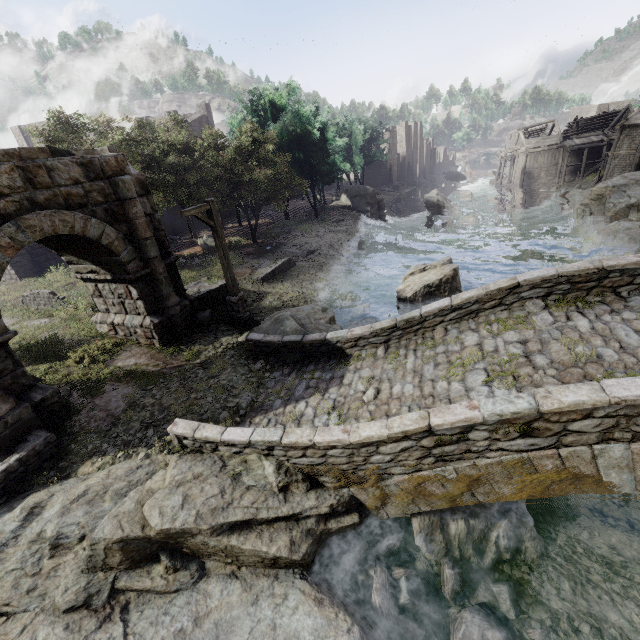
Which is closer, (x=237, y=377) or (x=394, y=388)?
(x=394, y=388)

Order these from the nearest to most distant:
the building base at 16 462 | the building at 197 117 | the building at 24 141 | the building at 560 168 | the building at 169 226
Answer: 1. the building base at 16 462
2. the building at 169 226
3. the building at 560 168
4. the building at 24 141
5. the building at 197 117

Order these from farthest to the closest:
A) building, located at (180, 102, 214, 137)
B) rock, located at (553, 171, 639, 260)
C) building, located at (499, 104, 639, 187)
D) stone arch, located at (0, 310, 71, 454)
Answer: building, located at (180, 102, 214, 137) < building, located at (499, 104, 639, 187) < rock, located at (553, 171, 639, 260) < stone arch, located at (0, 310, 71, 454)

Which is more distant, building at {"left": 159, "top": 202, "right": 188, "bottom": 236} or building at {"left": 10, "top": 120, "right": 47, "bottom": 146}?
building at {"left": 10, "top": 120, "right": 47, "bottom": 146}

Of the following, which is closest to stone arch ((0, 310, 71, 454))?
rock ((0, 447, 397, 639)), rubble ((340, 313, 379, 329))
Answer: rock ((0, 447, 397, 639))

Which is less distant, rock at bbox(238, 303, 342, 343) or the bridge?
the bridge

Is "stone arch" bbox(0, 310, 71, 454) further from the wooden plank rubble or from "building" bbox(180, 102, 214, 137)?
the wooden plank rubble

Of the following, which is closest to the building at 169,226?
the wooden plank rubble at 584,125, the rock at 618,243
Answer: the wooden plank rubble at 584,125
